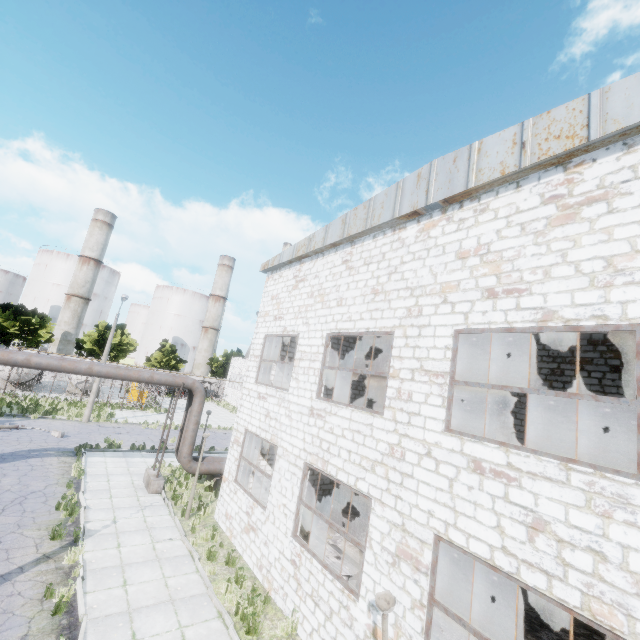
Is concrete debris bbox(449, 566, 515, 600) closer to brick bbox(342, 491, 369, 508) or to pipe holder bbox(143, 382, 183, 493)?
brick bbox(342, 491, 369, 508)

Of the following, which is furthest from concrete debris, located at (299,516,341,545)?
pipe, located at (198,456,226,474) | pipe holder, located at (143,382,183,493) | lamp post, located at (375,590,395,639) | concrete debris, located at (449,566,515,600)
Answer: lamp post, located at (375,590,395,639)

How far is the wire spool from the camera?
9.4m

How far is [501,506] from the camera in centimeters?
532cm

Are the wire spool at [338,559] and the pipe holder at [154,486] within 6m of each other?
no

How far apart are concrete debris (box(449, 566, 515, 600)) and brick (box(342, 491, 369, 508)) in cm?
603

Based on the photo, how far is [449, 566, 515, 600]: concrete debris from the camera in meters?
10.7

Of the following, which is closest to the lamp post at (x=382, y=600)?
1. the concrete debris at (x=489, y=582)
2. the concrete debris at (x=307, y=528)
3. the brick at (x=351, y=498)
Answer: the concrete debris at (x=307, y=528)
